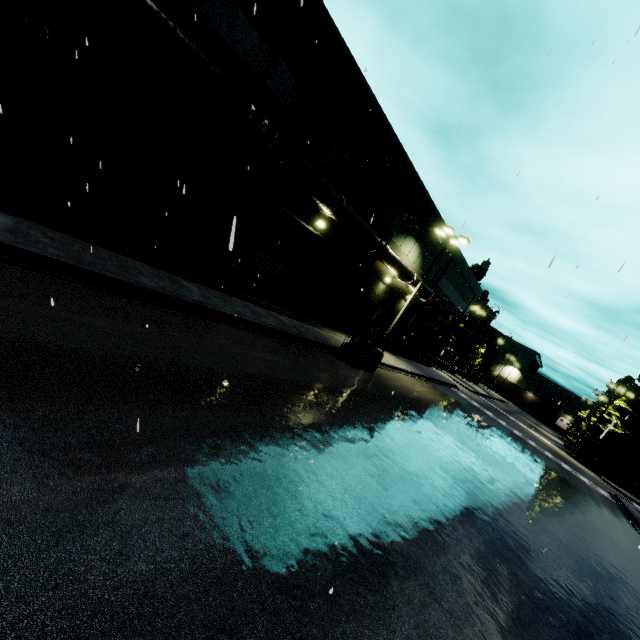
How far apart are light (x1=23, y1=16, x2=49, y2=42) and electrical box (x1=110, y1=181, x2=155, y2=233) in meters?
3.5

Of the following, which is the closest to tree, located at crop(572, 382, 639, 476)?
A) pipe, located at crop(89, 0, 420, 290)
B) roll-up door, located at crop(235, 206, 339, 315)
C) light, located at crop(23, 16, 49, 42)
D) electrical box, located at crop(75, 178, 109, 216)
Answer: roll-up door, located at crop(235, 206, 339, 315)

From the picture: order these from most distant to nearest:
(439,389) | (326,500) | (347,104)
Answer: (439,389)
(347,104)
(326,500)

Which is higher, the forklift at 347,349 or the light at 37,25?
the light at 37,25

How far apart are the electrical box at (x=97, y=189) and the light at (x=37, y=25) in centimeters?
316cm

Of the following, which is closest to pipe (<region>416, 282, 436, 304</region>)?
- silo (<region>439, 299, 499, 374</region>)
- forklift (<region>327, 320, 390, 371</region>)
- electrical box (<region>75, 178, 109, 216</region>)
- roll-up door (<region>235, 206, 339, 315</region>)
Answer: roll-up door (<region>235, 206, 339, 315</region>)

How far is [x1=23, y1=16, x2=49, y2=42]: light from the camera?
7.6 meters

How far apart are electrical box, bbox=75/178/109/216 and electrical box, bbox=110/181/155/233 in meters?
0.4
